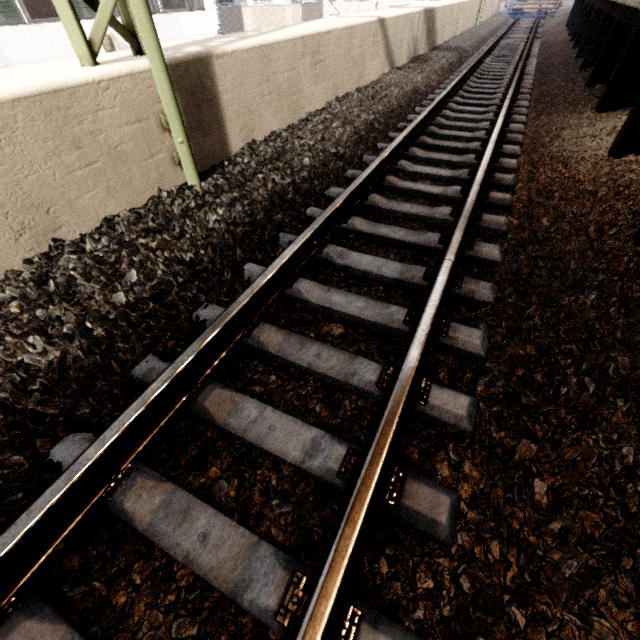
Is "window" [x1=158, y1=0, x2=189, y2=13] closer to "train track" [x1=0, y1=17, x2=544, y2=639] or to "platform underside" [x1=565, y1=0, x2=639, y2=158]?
Result: "train track" [x1=0, y1=17, x2=544, y2=639]

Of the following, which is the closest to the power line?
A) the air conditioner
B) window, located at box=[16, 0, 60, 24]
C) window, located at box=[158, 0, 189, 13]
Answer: window, located at box=[16, 0, 60, 24]

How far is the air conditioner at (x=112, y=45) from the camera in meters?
12.6 m

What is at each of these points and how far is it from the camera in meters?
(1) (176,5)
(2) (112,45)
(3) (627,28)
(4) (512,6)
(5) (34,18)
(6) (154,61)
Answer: (1) window, 14.9
(2) air conditioner, 12.9
(3) platform underside, 5.4
(4) train, 19.3
(5) window, 10.9
(6) power line, 2.5

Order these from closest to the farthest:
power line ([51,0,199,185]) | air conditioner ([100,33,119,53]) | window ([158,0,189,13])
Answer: power line ([51,0,199,185]) → air conditioner ([100,33,119,53]) → window ([158,0,189,13])

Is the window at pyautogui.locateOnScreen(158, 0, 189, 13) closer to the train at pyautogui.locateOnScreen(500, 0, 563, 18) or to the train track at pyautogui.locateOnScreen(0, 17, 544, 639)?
the train track at pyautogui.locateOnScreen(0, 17, 544, 639)

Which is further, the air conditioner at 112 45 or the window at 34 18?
the air conditioner at 112 45

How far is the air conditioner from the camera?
12.6m
